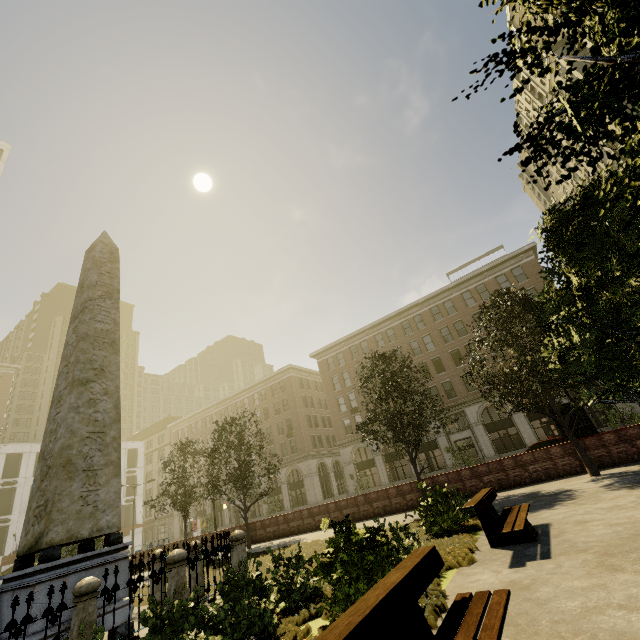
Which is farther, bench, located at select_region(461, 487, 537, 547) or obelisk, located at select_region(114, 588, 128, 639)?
obelisk, located at select_region(114, 588, 128, 639)

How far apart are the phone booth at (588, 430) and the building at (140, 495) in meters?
54.9 m

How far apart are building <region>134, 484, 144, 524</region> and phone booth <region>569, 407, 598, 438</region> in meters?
54.9 m

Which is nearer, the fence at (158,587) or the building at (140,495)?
the fence at (158,587)

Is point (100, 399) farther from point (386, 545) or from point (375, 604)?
point (375, 604)

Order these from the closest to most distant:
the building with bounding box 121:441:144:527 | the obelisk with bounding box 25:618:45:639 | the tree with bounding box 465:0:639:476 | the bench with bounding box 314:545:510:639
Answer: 1. the tree with bounding box 465:0:639:476
2. the bench with bounding box 314:545:510:639
3. the obelisk with bounding box 25:618:45:639
4. the building with bounding box 121:441:144:527

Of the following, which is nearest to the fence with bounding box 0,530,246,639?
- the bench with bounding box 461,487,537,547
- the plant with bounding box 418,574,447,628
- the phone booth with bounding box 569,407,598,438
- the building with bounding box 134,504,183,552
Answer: the plant with bounding box 418,574,447,628

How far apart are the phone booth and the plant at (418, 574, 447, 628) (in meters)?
13.01
